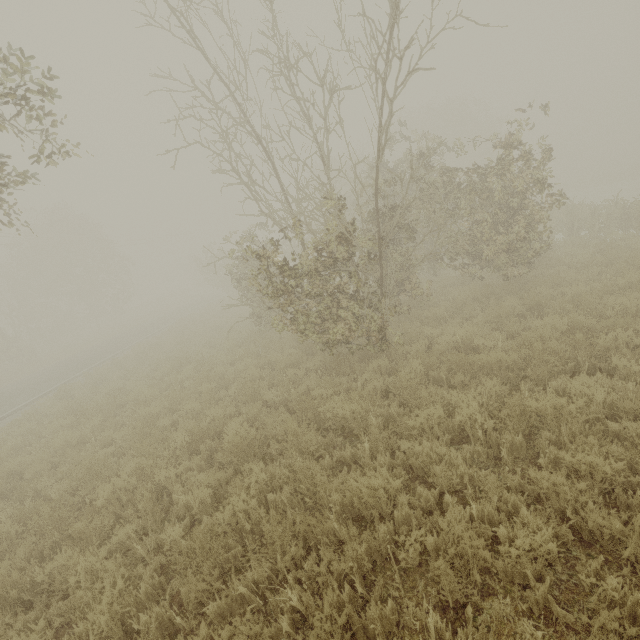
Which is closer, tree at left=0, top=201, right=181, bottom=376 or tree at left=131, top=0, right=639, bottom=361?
tree at left=131, top=0, right=639, bottom=361

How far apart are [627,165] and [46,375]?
72.2 meters

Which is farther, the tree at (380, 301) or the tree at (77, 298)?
the tree at (77, 298)
